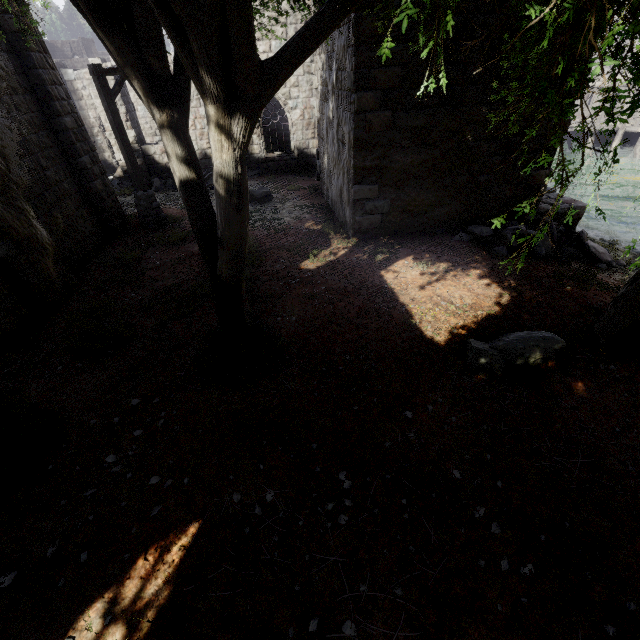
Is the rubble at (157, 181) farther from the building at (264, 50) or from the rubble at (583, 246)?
the rubble at (583, 246)

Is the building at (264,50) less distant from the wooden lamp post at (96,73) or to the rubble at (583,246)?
the rubble at (583,246)

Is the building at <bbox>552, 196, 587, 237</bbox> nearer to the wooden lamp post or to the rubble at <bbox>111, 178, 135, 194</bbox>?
the rubble at <bbox>111, 178, 135, 194</bbox>

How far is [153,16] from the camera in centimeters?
324cm

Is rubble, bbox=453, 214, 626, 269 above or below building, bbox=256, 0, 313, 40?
below

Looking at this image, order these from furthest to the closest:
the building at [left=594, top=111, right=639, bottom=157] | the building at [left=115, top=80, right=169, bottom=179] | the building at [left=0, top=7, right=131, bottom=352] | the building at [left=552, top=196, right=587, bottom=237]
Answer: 1. the building at [left=594, top=111, right=639, bottom=157]
2. the building at [left=115, top=80, right=169, bottom=179]
3. the building at [left=552, top=196, right=587, bottom=237]
4. the building at [left=0, top=7, right=131, bottom=352]
